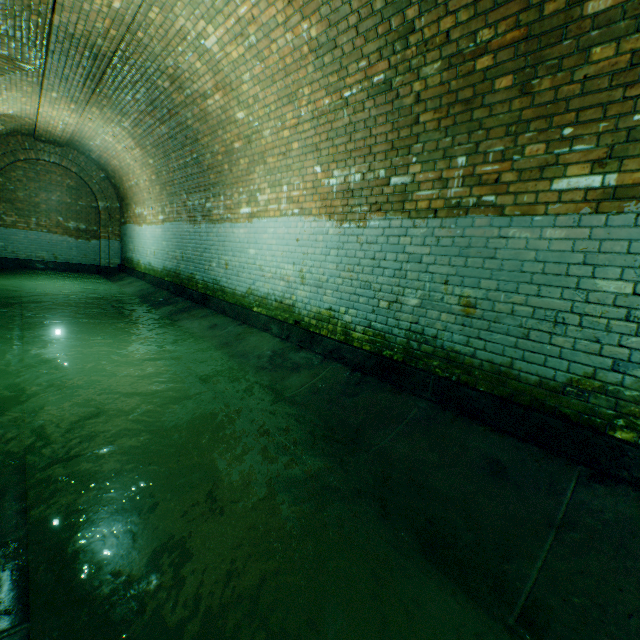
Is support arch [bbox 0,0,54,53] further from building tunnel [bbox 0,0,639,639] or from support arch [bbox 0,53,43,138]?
support arch [bbox 0,53,43,138]

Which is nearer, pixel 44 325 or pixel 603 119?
pixel 603 119

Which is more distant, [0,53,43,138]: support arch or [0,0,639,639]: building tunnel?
[0,53,43,138]: support arch

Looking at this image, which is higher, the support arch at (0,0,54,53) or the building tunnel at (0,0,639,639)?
the support arch at (0,0,54,53)

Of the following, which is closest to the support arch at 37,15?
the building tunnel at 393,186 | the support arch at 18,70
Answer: the building tunnel at 393,186

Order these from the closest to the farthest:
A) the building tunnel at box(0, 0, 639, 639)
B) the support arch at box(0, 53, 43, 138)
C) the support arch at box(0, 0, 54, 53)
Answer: the building tunnel at box(0, 0, 639, 639) < the support arch at box(0, 0, 54, 53) < the support arch at box(0, 53, 43, 138)
